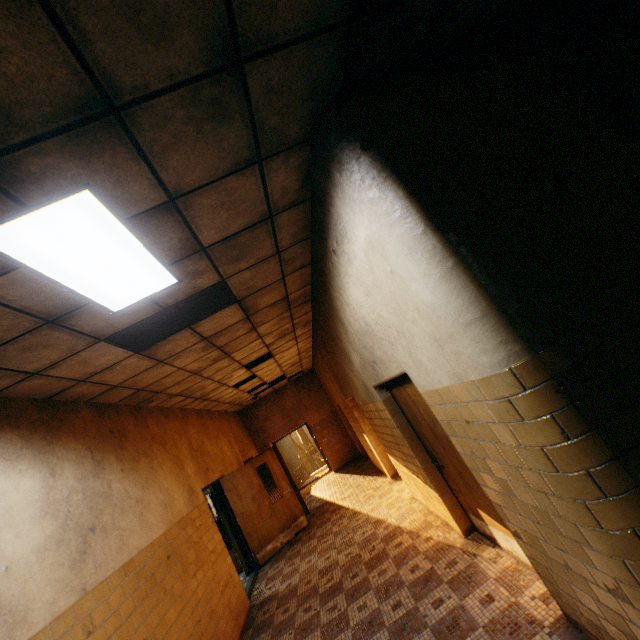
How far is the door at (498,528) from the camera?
3.3m

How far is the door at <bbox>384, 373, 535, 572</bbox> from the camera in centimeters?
330cm

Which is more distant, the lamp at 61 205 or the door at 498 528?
the door at 498 528

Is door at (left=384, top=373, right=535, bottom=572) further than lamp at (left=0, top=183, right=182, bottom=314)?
Yes

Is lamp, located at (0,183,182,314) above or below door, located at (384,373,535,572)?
above

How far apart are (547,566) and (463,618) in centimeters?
128cm
